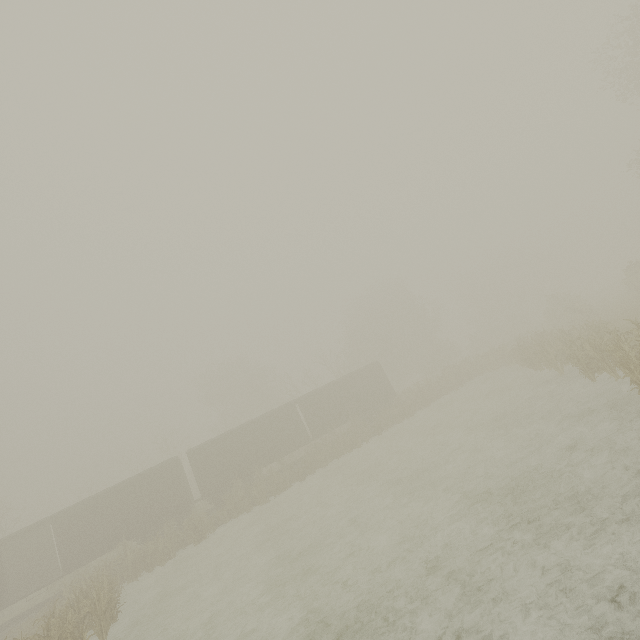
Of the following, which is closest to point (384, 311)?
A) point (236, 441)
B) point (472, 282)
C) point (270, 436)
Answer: point (472, 282)
